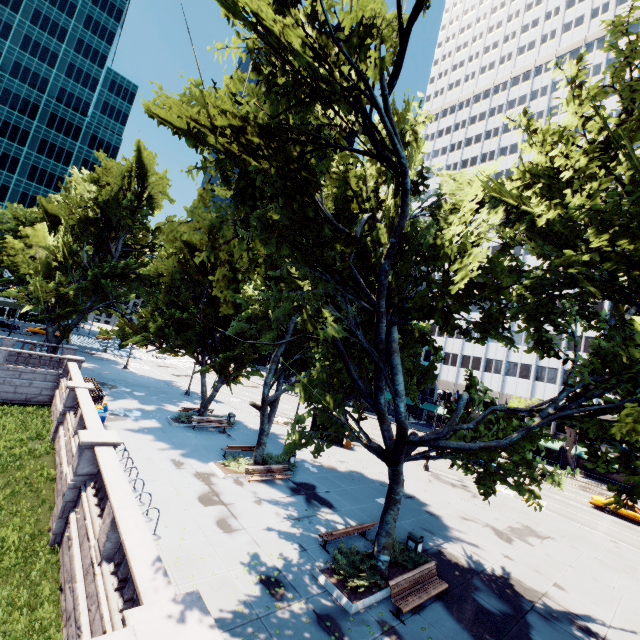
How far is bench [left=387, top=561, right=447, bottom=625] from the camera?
10.27m

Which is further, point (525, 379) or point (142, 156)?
point (525, 379)

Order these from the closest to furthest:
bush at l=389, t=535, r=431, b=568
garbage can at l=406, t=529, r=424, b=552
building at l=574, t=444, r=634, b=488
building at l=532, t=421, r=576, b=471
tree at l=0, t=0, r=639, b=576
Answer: tree at l=0, t=0, r=639, b=576, bush at l=389, t=535, r=431, b=568, garbage can at l=406, t=529, r=424, b=552, building at l=574, t=444, r=634, b=488, building at l=532, t=421, r=576, b=471

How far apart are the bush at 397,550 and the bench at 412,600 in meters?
0.7

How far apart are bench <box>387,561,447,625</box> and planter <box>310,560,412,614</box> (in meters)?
0.68

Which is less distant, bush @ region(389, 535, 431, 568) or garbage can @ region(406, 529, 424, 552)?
bush @ region(389, 535, 431, 568)

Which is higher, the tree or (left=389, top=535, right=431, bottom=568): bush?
the tree

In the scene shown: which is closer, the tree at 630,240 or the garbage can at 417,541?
the tree at 630,240
